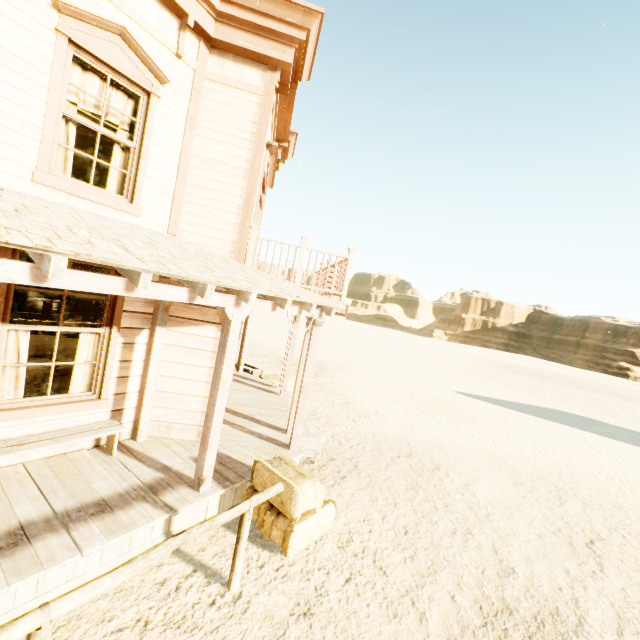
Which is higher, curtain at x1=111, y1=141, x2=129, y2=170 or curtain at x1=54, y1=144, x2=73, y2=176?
curtain at x1=111, y1=141, x2=129, y2=170

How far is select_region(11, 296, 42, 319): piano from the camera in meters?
10.5

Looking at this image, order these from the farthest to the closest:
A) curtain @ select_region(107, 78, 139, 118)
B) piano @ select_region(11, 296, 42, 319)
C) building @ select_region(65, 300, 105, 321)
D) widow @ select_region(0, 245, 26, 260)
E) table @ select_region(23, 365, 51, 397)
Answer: building @ select_region(65, 300, 105, 321), piano @ select_region(11, 296, 42, 319), table @ select_region(23, 365, 51, 397), curtain @ select_region(107, 78, 139, 118), widow @ select_region(0, 245, 26, 260)

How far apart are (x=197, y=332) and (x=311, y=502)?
3.3 meters

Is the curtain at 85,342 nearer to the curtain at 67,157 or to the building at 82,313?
the building at 82,313

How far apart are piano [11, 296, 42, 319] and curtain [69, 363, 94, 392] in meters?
8.3

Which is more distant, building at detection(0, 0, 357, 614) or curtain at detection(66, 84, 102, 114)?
curtain at detection(66, 84, 102, 114)

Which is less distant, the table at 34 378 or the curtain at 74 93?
the curtain at 74 93
